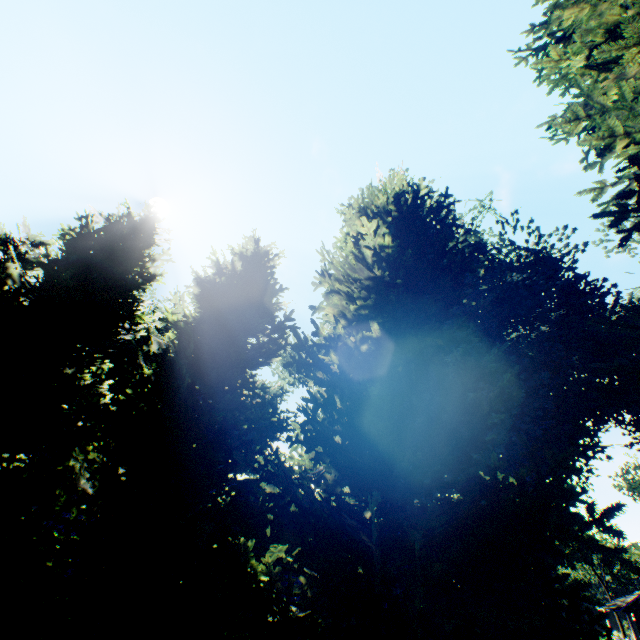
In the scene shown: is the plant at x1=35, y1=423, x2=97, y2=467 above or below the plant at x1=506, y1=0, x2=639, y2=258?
below

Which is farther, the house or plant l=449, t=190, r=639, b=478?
the house

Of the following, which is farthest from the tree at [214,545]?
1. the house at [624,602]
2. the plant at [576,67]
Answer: the house at [624,602]

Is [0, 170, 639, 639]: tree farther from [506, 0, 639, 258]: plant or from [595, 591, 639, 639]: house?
[595, 591, 639, 639]: house

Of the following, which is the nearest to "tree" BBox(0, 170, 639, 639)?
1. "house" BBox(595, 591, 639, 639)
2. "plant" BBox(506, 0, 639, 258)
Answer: "plant" BBox(506, 0, 639, 258)

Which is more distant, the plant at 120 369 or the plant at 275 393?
the plant at 120 369

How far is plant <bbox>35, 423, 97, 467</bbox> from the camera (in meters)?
21.81

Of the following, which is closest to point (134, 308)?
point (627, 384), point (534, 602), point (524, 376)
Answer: point (534, 602)
